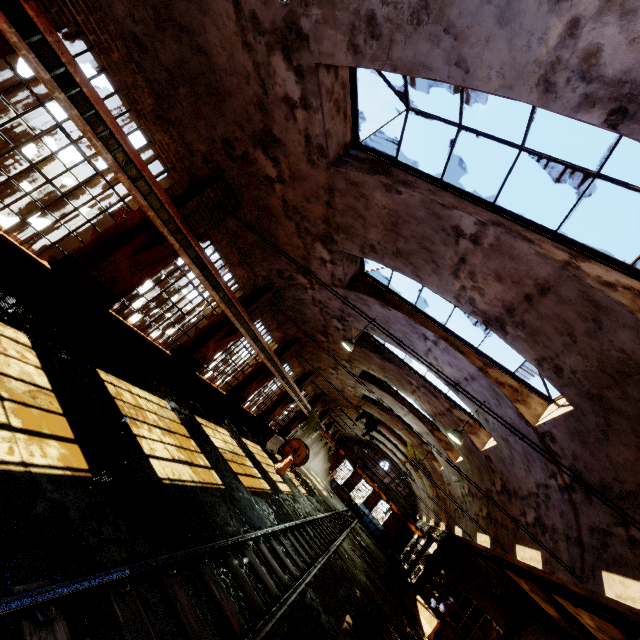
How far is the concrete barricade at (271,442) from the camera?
19.5m

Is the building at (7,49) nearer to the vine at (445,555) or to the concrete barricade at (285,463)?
the vine at (445,555)

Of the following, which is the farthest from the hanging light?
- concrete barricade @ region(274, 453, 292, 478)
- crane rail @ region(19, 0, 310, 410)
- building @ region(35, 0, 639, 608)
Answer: concrete barricade @ region(274, 453, 292, 478)

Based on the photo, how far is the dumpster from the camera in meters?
36.3 m

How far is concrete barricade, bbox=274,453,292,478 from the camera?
17.4m

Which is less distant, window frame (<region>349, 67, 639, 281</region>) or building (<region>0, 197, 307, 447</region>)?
window frame (<region>349, 67, 639, 281</region>)

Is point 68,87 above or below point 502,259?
below

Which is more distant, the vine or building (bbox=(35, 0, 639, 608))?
the vine
